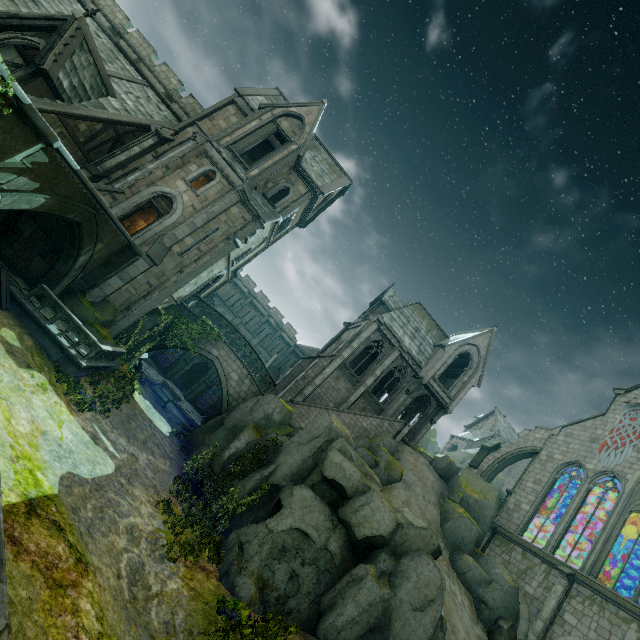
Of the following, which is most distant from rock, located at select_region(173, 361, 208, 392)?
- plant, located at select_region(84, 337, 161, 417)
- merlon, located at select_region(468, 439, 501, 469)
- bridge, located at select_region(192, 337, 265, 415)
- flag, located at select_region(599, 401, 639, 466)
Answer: plant, located at select_region(84, 337, 161, 417)

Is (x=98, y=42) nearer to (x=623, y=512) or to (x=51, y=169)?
(x=51, y=169)

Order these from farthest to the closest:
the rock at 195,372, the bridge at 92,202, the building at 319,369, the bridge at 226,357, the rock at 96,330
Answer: the rock at 195,372, the building at 319,369, the bridge at 226,357, the rock at 96,330, the bridge at 92,202

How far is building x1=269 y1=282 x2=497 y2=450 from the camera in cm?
2645

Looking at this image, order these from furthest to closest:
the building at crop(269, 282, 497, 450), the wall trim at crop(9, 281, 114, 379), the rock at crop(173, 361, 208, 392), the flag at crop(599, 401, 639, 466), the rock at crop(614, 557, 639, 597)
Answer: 1. the rock at crop(173, 361, 208, 392)
2. the building at crop(269, 282, 497, 450)
3. the rock at crop(614, 557, 639, 597)
4. the flag at crop(599, 401, 639, 466)
5. the wall trim at crop(9, 281, 114, 379)

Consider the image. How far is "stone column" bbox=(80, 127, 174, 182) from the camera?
19.83m

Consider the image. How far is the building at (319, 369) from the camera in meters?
26.5 m

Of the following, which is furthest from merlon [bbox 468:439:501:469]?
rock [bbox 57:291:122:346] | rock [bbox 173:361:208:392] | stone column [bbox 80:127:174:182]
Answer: stone column [bbox 80:127:174:182]
